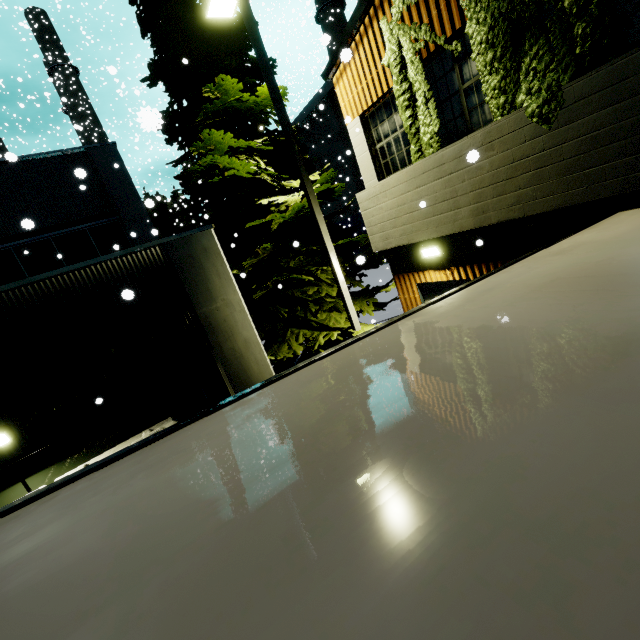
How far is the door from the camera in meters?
7.0 m

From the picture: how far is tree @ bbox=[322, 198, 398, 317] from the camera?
8.8m

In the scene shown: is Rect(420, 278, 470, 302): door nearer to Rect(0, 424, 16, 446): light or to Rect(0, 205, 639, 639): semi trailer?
Rect(0, 205, 639, 639): semi trailer

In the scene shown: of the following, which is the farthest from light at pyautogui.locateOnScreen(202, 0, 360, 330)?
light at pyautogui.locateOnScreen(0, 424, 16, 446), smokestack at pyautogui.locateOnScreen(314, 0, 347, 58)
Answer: light at pyautogui.locateOnScreen(0, 424, 16, 446)

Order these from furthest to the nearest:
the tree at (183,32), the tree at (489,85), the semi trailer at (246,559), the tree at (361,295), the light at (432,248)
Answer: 1. the tree at (361,295)
2. the tree at (183,32)
3. the light at (432,248)
4. the tree at (489,85)
5. the semi trailer at (246,559)

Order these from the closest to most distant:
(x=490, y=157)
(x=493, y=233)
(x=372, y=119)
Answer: (x=490, y=157), (x=493, y=233), (x=372, y=119)

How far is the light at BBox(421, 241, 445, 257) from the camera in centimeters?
670cm

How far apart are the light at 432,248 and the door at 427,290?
0.6 meters
